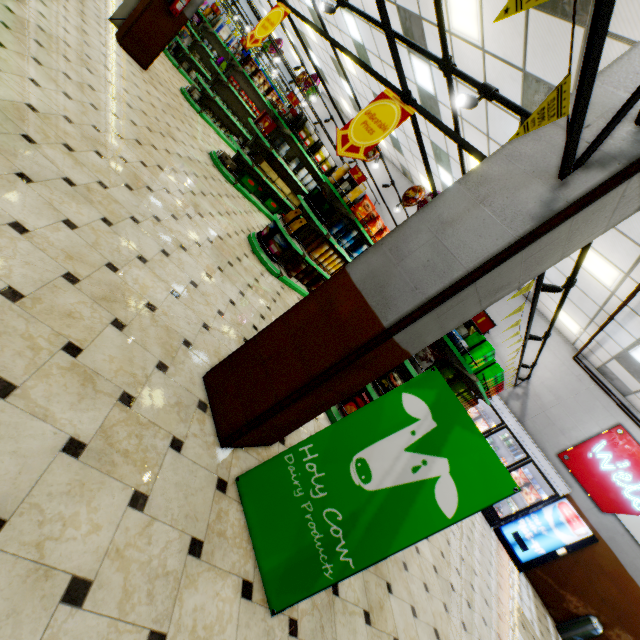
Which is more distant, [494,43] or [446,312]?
[494,43]

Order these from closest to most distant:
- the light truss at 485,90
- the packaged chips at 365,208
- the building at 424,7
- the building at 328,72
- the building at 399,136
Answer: the light truss at 485,90 → the building at 424,7 → the packaged chips at 365,208 → the building at 399,136 → the building at 328,72

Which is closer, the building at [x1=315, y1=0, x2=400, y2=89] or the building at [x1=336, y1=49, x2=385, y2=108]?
the building at [x1=315, y1=0, x2=400, y2=89]

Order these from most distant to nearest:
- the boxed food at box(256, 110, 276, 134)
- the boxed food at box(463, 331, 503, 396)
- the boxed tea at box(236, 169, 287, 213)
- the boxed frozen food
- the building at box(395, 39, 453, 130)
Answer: the boxed frozen food
the boxed tea at box(236, 169, 287, 213)
the boxed food at box(256, 110, 276, 134)
the building at box(395, 39, 453, 130)
the boxed food at box(463, 331, 503, 396)

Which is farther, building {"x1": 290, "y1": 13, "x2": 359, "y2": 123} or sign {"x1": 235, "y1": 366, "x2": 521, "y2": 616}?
building {"x1": 290, "y1": 13, "x2": 359, "y2": 123}

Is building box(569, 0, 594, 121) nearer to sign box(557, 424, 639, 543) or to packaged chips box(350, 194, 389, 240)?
sign box(557, 424, 639, 543)

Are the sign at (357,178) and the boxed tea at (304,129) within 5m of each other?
yes

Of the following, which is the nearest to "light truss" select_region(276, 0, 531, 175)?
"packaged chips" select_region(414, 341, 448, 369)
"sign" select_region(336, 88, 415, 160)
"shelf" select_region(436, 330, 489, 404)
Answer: "sign" select_region(336, 88, 415, 160)
